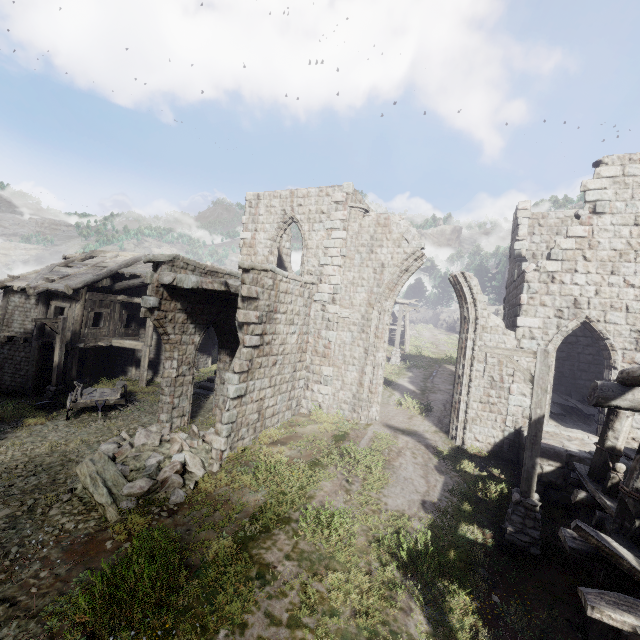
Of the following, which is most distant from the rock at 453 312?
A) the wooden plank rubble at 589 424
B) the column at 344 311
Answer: the column at 344 311

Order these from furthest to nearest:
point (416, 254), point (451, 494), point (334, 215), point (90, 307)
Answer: point (90, 307), point (334, 215), point (416, 254), point (451, 494)

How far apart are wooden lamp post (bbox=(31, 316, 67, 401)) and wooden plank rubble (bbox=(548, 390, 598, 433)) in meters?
22.0 m

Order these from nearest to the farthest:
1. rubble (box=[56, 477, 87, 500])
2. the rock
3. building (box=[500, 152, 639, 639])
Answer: building (box=[500, 152, 639, 639])
rubble (box=[56, 477, 87, 500])
the rock

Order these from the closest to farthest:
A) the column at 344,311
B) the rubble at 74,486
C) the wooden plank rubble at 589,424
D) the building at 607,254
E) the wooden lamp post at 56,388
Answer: the building at 607,254 < the rubble at 74,486 < the wooden plank rubble at 589,424 < the column at 344,311 < the wooden lamp post at 56,388

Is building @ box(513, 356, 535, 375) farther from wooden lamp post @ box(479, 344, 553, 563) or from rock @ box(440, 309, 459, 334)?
rock @ box(440, 309, 459, 334)

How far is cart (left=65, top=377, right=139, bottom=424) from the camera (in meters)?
13.80

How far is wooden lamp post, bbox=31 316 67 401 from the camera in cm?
1573
